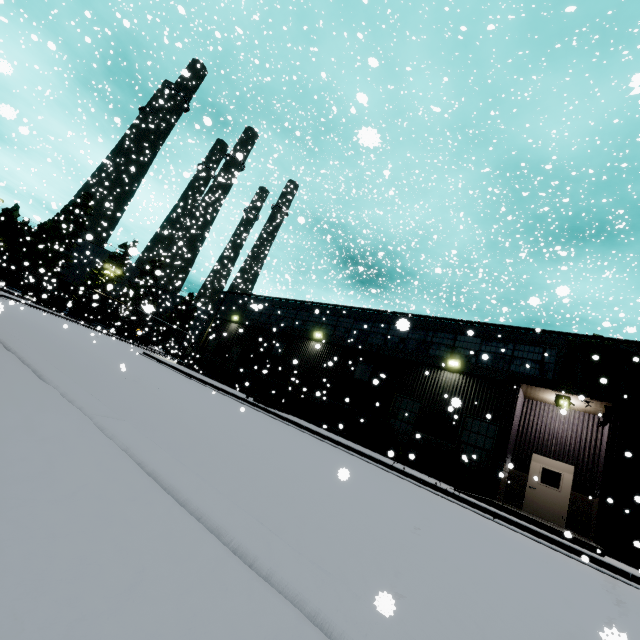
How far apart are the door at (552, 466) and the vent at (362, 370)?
8.0m

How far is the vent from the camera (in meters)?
18.58

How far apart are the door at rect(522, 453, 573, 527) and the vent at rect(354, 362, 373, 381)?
7.95m

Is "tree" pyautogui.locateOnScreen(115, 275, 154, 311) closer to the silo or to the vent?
the silo

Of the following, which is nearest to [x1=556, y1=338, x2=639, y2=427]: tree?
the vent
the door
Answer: the door

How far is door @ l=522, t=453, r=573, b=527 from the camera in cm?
1345

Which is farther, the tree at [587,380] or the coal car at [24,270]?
the coal car at [24,270]

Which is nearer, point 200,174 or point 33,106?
point 33,106
